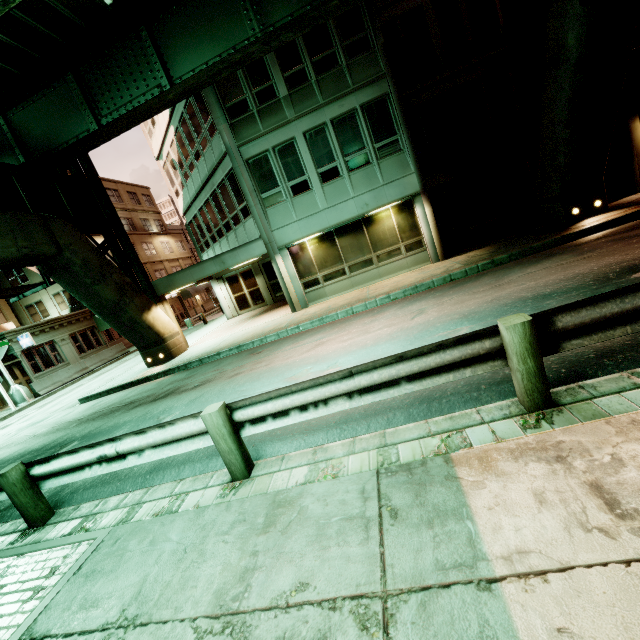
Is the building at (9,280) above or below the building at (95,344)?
above

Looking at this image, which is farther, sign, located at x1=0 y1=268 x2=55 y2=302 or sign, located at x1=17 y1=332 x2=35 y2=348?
sign, located at x1=17 y1=332 x2=35 y2=348

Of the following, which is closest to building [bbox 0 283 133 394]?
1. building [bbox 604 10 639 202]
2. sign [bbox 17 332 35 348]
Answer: sign [bbox 17 332 35 348]

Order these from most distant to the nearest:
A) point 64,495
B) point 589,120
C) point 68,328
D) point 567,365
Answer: point 68,328 < point 589,120 < point 64,495 < point 567,365

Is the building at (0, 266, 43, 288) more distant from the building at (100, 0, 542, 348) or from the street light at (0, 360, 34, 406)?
the building at (100, 0, 542, 348)

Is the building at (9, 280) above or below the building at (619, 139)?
above

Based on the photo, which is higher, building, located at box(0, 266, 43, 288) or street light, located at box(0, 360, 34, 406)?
building, located at box(0, 266, 43, 288)

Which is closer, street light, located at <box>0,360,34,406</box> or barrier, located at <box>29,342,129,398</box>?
street light, located at <box>0,360,34,406</box>
